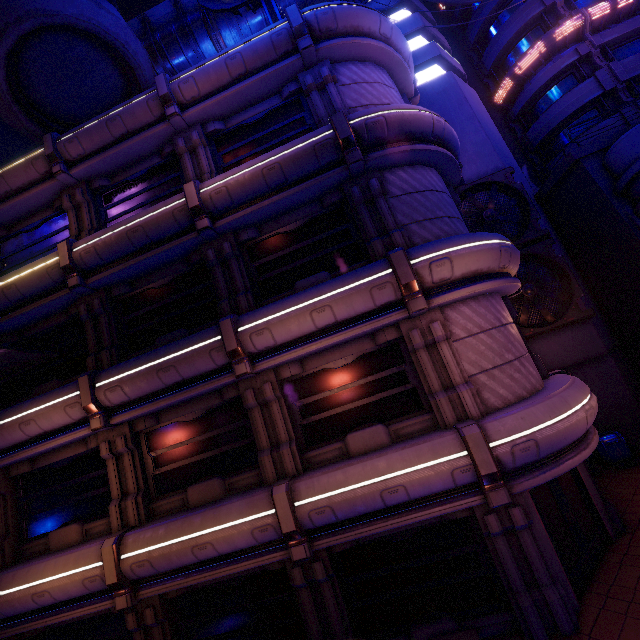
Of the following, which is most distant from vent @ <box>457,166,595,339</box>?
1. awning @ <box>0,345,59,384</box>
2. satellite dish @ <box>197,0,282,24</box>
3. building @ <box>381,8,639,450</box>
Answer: awning @ <box>0,345,59,384</box>

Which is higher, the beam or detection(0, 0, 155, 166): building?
detection(0, 0, 155, 166): building

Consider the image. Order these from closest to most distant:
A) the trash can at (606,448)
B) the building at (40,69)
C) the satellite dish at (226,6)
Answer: the building at (40,69), the satellite dish at (226,6), the trash can at (606,448)

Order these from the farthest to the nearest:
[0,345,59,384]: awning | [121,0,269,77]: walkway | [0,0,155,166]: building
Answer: [121,0,269,77]: walkway → [0,0,155,166]: building → [0,345,59,384]: awning

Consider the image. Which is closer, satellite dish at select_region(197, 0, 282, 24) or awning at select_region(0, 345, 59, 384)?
awning at select_region(0, 345, 59, 384)

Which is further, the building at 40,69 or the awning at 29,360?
the building at 40,69

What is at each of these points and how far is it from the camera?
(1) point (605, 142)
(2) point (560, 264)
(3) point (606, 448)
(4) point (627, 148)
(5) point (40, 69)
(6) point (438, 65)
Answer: (1) beam, 14.74m
(2) vent, 15.12m
(3) trash can, 13.35m
(4) building, 13.48m
(5) building, 11.52m
(6) building, 20.05m

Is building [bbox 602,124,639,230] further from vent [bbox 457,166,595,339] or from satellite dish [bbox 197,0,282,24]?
satellite dish [bbox 197,0,282,24]
